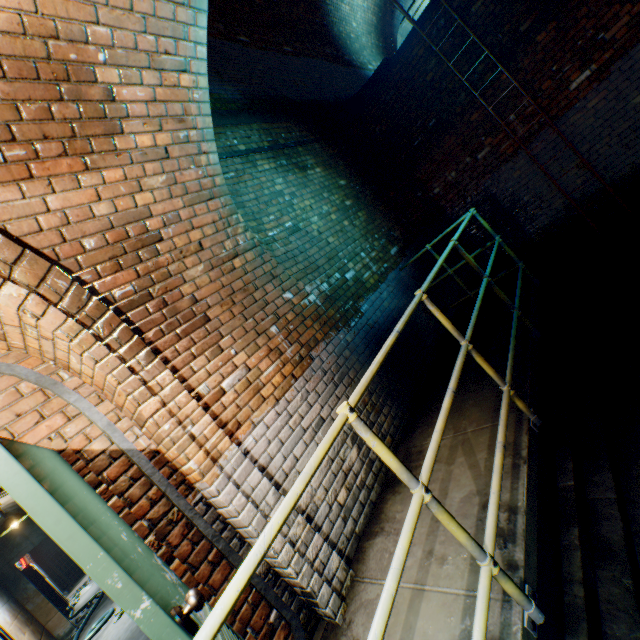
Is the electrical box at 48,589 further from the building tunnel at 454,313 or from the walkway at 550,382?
A: the walkway at 550,382

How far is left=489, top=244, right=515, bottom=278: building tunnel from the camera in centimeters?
628cm

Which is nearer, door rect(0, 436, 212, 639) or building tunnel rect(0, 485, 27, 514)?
door rect(0, 436, 212, 639)

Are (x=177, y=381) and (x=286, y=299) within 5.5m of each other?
yes

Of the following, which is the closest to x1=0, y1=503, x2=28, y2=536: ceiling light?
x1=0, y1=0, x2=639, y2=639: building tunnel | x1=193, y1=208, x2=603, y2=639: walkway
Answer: x1=0, y1=0, x2=639, y2=639: building tunnel

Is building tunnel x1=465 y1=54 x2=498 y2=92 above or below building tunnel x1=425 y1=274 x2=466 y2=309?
above

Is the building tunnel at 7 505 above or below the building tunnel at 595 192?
above

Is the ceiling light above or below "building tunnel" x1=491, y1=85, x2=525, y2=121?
above
